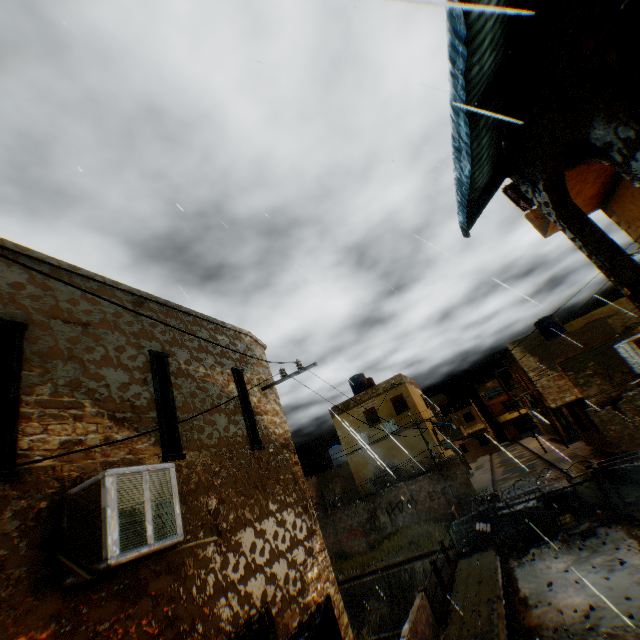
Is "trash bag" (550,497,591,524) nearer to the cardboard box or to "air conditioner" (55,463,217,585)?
the cardboard box

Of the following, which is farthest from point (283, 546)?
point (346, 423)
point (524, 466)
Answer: point (524, 466)

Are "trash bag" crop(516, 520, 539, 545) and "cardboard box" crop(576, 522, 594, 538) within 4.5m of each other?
yes

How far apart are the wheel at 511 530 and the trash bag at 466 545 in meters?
0.6 m

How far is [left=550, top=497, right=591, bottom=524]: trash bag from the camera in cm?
1276

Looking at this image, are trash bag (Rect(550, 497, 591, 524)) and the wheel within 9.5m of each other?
yes

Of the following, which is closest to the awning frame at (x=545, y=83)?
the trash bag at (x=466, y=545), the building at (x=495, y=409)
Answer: the trash bag at (x=466, y=545)

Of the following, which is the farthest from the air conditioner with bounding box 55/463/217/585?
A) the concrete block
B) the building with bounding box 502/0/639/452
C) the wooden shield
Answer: the wooden shield
